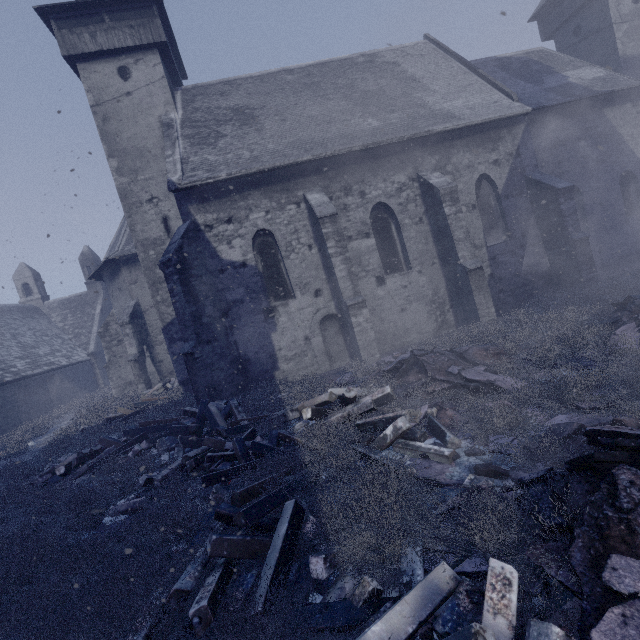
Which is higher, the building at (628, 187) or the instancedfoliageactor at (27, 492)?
the building at (628, 187)

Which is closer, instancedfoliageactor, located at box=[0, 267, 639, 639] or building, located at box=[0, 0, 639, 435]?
instancedfoliageactor, located at box=[0, 267, 639, 639]

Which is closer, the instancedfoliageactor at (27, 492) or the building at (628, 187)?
the instancedfoliageactor at (27, 492)

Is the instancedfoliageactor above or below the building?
below

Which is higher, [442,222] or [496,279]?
[442,222]
